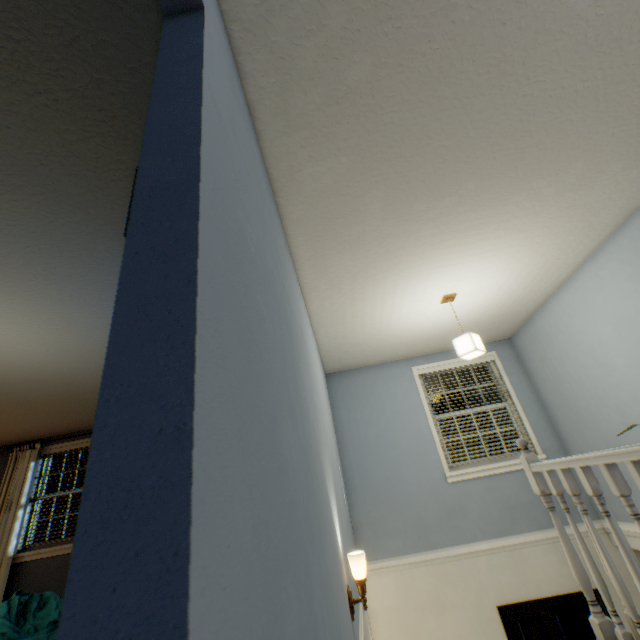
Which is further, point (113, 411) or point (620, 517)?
point (620, 517)

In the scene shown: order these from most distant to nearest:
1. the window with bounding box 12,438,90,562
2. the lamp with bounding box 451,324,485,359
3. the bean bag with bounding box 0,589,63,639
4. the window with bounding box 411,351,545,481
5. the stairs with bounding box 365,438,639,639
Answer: the window with bounding box 12,438,90,562, the window with bounding box 411,351,545,481, the lamp with bounding box 451,324,485,359, the bean bag with bounding box 0,589,63,639, the stairs with bounding box 365,438,639,639

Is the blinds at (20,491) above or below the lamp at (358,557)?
above

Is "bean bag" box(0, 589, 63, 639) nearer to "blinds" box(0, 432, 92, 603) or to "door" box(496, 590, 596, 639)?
"blinds" box(0, 432, 92, 603)

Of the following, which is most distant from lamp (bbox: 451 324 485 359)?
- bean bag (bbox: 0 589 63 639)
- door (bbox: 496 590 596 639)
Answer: bean bag (bbox: 0 589 63 639)

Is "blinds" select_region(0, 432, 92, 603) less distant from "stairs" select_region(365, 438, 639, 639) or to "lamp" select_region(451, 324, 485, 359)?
"stairs" select_region(365, 438, 639, 639)

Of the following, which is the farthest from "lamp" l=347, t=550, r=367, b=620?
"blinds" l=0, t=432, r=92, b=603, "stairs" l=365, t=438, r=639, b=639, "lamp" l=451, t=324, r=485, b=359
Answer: "blinds" l=0, t=432, r=92, b=603

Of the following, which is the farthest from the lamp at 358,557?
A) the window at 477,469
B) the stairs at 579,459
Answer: the window at 477,469
